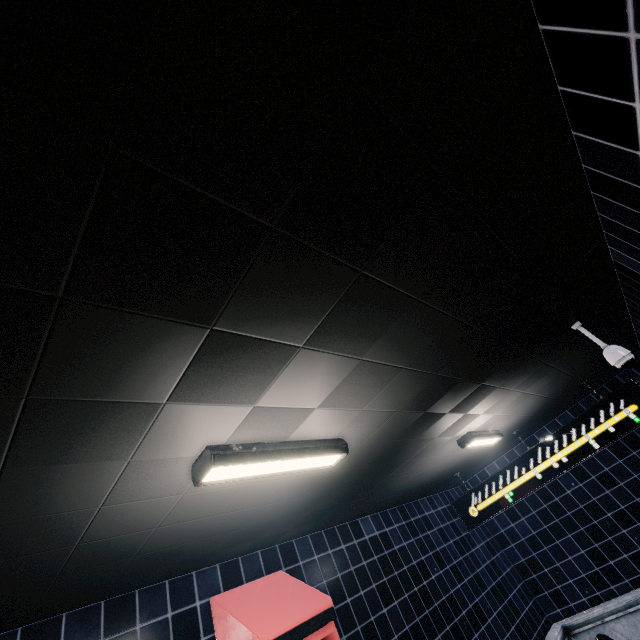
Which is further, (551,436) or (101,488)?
(551,436)
